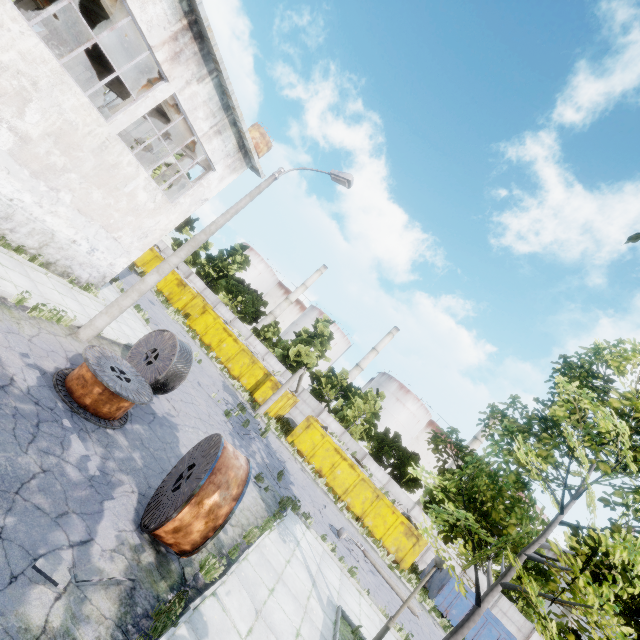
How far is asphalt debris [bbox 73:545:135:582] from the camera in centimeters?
455cm

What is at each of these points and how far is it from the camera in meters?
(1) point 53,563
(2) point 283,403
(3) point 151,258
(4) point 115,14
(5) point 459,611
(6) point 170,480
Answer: (1) asphalt debris, 4.3
(2) garbage container, 27.0
(3) garbage container, 32.2
(4) beam, 11.4
(5) garbage container, 20.3
(6) wire spool, 6.9

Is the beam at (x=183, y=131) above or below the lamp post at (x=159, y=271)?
above

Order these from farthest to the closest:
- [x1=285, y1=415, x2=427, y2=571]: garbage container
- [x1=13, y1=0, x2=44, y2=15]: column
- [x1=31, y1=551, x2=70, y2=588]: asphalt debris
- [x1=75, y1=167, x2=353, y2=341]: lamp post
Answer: [x1=285, y1=415, x2=427, y2=571]: garbage container
[x1=13, y1=0, x2=44, y2=15]: column
[x1=75, y1=167, x2=353, y2=341]: lamp post
[x1=31, y1=551, x2=70, y2=588]: asphalt debris

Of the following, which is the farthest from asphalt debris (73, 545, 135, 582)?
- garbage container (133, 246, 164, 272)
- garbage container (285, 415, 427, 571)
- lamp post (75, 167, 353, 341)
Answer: garbage container (133, 246, 164, 272)

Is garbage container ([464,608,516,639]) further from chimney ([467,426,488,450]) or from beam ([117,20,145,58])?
chimney ([467,426,488,450])

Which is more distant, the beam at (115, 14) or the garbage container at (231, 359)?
the garbage container at (231, 359)

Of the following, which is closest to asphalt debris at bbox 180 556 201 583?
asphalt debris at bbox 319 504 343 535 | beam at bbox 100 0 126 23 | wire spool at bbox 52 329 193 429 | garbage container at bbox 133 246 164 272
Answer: wire spool at bbox 52 329 193 429
